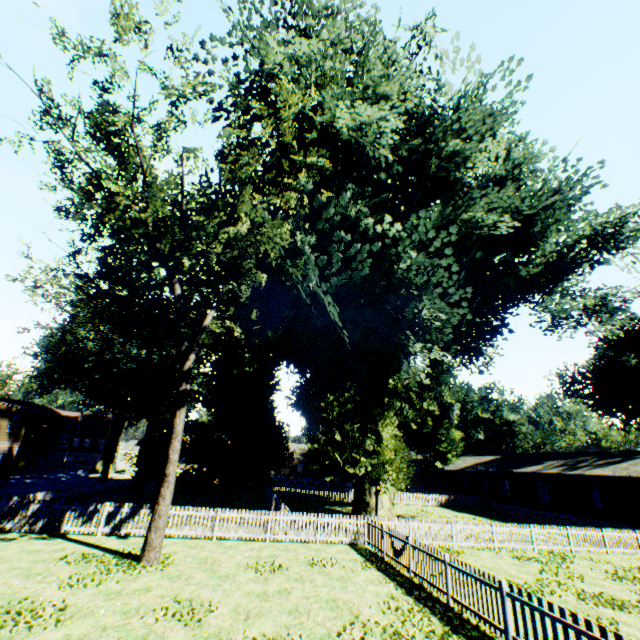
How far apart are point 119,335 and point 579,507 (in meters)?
42.35

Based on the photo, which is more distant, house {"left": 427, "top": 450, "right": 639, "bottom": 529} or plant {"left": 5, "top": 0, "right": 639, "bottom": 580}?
house {"left": 427, "top": 450, "right": 639, "bottom": 529}

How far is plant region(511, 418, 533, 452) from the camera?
58.8m

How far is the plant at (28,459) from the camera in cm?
3730

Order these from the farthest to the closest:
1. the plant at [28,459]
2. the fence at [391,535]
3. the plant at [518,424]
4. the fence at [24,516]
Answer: the plant at [518,424], the plant at [28,459], the fence at [24,516], the fence at [391,535]

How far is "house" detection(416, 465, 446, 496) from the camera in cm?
5338

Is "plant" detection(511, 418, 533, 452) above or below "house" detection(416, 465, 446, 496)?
above

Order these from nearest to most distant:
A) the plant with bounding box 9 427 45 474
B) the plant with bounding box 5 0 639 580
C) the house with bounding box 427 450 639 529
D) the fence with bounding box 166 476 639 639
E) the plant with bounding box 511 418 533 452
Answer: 1. the fence with bounding box 166 476 639 639
2. the plant with bounding box 5 0 639 580
3. the house with bounding box 427 450 639 529
4. the plant with bounding box 9 427 45 474
5. the plant with bounding box 511 418 533 452
